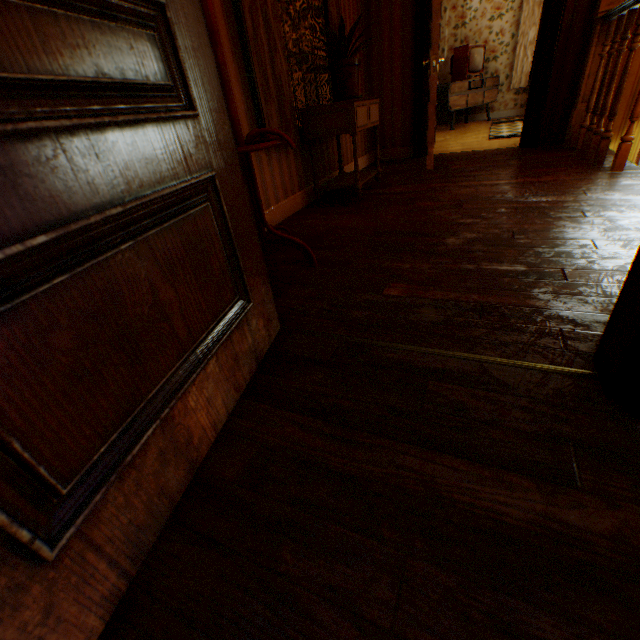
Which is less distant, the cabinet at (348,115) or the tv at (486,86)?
the cabinet at (348,115)

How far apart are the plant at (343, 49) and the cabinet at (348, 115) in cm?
32

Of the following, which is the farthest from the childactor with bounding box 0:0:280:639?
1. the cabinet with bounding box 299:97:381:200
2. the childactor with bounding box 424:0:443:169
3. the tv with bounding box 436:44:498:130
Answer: the tv with bounding box 436:44:498:130

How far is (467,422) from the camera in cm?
95

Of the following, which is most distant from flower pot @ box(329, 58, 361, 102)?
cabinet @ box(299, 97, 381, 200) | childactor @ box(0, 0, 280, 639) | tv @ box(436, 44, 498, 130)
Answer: tv @ box(436, 44, 498, 130)

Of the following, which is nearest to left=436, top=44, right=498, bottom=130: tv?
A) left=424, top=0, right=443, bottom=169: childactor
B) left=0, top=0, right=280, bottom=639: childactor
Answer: left=424, top=0, right=443, bottom=169: childactor

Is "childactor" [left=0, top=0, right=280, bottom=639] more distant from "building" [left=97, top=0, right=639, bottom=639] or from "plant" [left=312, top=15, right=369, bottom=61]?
"plant" [left=312, top=15, right=369, bottom=61]

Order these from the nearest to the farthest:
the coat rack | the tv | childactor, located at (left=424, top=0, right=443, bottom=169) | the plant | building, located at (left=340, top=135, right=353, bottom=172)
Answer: the coat rack
the plant
childactor, located at (left=424, top=0, right=443, bottom=169)
building, located at (left=340, top=135, right=353, bottom=172)
the tv
